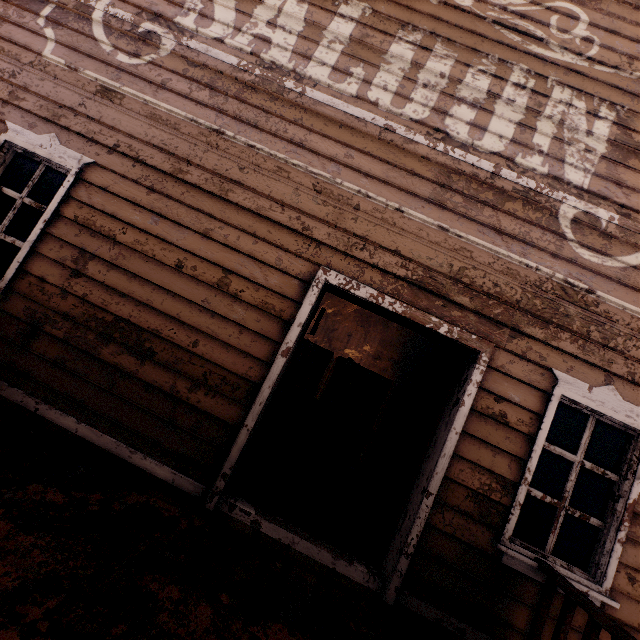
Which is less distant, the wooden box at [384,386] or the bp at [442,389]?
the bp at [442,389]

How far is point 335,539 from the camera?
3.2m

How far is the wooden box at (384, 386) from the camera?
5.2 meters

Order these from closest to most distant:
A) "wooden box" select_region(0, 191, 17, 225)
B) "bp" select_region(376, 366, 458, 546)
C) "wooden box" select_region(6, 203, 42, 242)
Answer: "bp" select_region(376, 366, 458, 546), "wooden box" select_region(0, 191, 17, 225), "wooden box" select_region(6, 203, 42, 242)

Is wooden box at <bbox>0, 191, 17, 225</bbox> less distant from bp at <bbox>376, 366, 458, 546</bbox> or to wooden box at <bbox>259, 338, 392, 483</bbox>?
wooden box at <bbox>259, 338, 392, 483</bbox>

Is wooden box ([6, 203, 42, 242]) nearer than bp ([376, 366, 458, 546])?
No

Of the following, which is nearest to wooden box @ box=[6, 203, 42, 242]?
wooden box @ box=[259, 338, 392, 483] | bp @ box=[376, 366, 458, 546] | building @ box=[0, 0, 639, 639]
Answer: building @ box=[0, 0, 639, 639]

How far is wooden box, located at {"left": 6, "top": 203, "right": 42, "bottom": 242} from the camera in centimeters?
485cm
